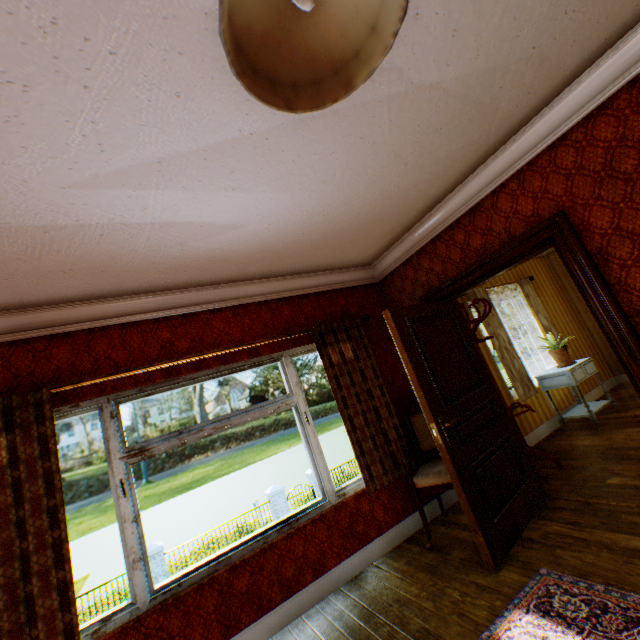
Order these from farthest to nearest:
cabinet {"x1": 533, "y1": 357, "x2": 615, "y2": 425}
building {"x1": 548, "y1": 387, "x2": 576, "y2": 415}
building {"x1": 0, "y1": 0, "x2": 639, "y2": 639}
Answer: building {"x1": 548, "y1": 387, "x2": 576, "y2": 415} < cabinet {"x1": 533, "y1": 357, "x2": 615, "y2": 425} < building {"x1": 0, "y1": 0, "x2": 639, "y2": 639}

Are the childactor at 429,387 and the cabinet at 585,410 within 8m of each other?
yes

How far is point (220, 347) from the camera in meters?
3.4

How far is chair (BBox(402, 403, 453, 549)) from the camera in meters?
3.2

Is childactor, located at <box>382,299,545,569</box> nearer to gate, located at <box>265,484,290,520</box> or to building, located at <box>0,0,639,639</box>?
building, located at <box>0,0,639,639</box>

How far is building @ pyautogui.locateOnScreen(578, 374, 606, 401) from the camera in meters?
5.8

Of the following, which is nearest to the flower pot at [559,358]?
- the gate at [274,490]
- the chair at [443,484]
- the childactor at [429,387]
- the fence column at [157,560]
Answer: the childactor at [429,387]

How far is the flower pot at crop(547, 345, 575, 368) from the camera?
5.09m
